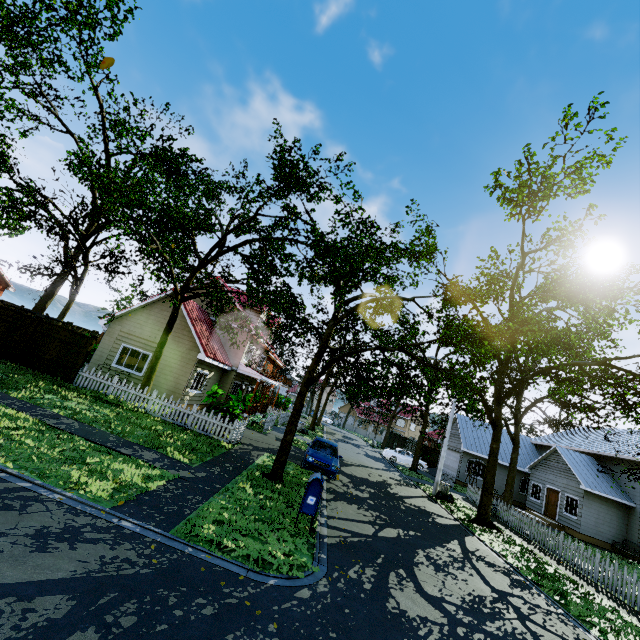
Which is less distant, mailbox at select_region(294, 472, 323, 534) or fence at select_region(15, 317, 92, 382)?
mailbox at select_region(294, 472, 323, 534)

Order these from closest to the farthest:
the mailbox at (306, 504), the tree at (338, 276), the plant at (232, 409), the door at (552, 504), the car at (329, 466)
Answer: the mailbox at (306, 504)
the tree at (338, 276)
the car at (329, 466)
the plant at (232, 409)
the door at (552, 504)

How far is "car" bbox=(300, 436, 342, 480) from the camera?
14.3 meters

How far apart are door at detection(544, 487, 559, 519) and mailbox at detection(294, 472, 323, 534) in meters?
25.4 m

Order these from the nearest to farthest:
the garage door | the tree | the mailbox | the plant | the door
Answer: the mailbox
the tree
the plant
the door
the garage door

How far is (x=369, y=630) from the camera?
5.1 meters

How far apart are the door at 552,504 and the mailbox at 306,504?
25.4m

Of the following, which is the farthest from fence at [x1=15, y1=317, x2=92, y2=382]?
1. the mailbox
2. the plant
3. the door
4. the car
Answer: the door
